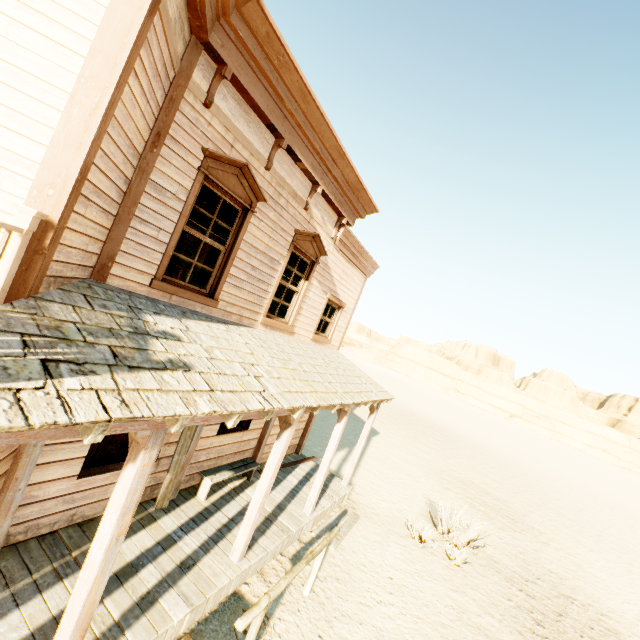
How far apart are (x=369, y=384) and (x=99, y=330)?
7.0 meters

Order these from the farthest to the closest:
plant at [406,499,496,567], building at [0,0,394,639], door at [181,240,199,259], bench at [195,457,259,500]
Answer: door at [181,240,199,259], plant at [406,499,496,567], bench at [195,457,259,500], building at [0,0,394,639]

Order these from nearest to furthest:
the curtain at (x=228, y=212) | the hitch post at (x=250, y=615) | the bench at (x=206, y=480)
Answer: the hitch post at (x=250, y=615) < the curtain at (x=228, y=212) < the bench at (x=206, y=480)

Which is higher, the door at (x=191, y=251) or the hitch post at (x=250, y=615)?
the door at (x=191, y=251)

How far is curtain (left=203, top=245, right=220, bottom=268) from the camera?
5.4m

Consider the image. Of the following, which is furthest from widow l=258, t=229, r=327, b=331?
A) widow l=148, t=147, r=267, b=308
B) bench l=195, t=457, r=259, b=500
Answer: bench l=195, t=457, r=259, b=500

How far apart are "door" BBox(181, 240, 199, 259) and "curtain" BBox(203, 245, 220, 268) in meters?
8.3 m
